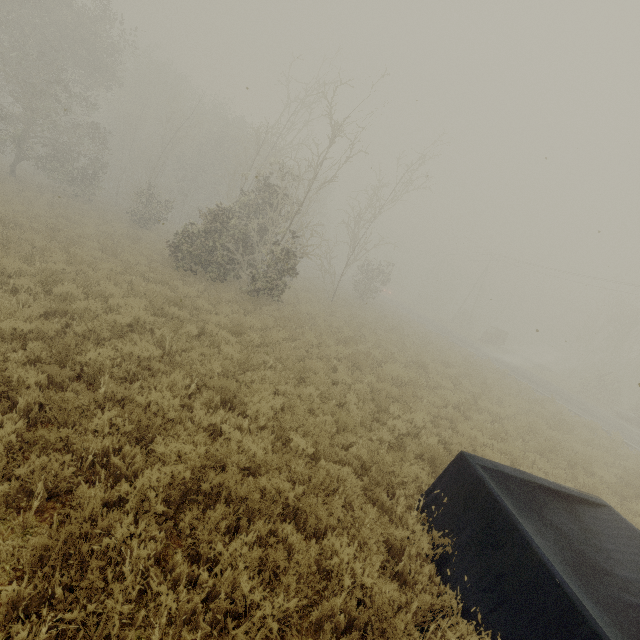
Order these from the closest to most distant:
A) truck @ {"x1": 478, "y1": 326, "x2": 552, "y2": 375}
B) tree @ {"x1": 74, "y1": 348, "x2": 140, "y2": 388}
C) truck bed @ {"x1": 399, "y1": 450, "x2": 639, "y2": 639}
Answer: truck bed @ {"x1": 399, "y1": 450, "x2": 639, "y2": 639} → tree @ {"x1": 74, "y1": 348, "x2": 140, "y2": 388} → truck @ {"x1": 478, "y1": 326, "x2": 552, "y2": 375}

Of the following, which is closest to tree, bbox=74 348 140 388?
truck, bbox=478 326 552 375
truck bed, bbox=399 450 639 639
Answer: truck bed, bbox=399 450 639 639

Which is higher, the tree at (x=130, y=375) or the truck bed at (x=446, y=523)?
the truck bed at (x=446, y=523)

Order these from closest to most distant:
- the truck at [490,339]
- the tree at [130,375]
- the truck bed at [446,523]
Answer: the truck bed at [446,523], the tree at [130,375], the truck at [490,339]

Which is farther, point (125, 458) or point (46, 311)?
point (46, 311)

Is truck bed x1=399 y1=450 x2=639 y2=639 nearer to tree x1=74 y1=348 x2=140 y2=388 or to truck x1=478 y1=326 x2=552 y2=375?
tree x1=74 y1=348 x2=140 y2=388

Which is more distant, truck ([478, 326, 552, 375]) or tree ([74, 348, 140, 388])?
truck ([478, 326, 552, 375])
